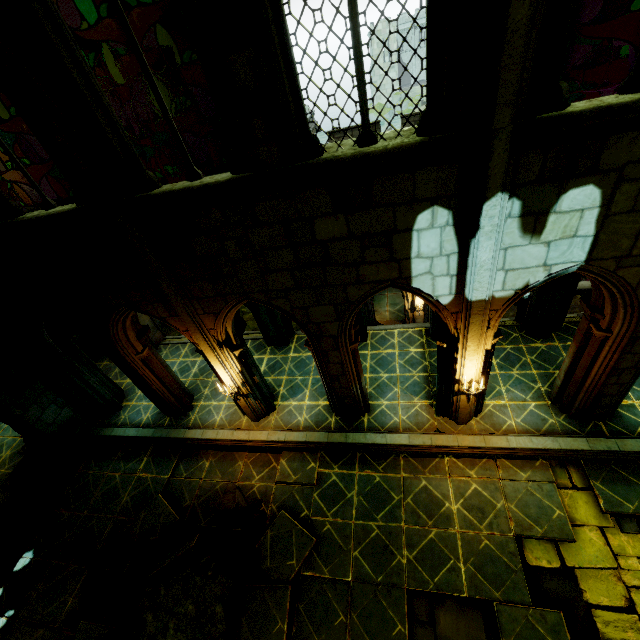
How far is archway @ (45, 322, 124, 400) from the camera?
9.60m

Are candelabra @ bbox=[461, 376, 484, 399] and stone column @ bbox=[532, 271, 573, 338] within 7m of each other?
yes

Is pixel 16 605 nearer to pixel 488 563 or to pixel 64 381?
pixel 64 381

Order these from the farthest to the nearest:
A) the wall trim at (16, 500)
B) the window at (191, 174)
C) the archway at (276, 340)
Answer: the archway at (276, 340) → the wall trim at (16, 500) → the window at (191, 174)

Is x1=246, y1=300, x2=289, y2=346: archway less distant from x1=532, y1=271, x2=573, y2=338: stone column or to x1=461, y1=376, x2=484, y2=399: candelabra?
x1=532, y1=271, x2=573, y2=338: stone column

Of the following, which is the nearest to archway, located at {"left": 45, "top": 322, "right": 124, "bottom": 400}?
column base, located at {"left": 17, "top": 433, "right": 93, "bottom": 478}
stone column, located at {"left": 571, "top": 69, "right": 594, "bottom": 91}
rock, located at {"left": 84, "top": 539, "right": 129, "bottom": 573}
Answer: column base, located at {"left": 17, "top": 433, "right": 93, "bottom": 478}

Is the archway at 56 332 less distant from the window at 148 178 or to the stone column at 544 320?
the stone column at 544 320

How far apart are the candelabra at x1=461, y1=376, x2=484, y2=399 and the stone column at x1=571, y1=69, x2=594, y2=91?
27.5 meters
